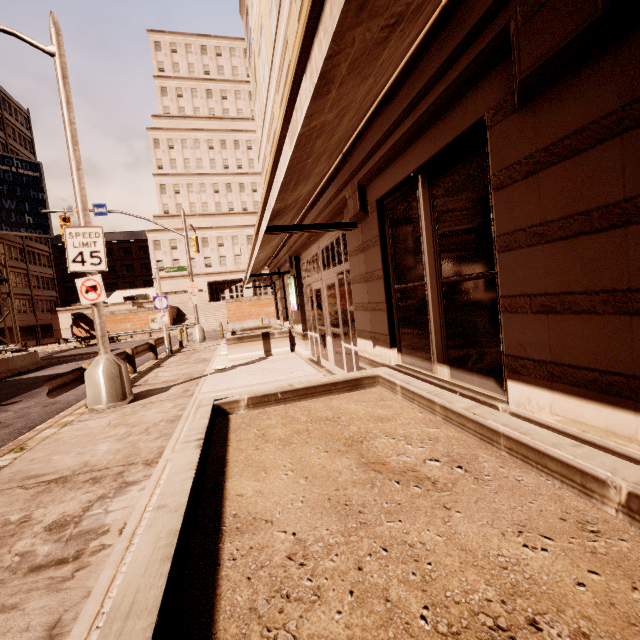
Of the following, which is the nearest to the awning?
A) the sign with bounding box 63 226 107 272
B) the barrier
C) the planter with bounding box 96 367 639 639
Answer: the planter with bounding box 96 367 639 639

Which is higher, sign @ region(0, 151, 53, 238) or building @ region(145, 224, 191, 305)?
sign @ region(0, 151, 53, 238)

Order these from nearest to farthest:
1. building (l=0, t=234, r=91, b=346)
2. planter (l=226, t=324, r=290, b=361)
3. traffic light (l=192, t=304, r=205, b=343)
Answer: planter (l=226, t=324, r=290, b=361) < traffic light (l=192, t=304, r=205, b=343) < building (l=0, t=234, r=91, b=346)

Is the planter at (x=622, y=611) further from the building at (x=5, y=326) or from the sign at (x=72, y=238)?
the building at (x=5, y=326)

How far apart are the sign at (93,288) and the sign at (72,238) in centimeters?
9cm

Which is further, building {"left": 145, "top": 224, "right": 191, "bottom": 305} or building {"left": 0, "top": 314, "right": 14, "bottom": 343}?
building {"left": 145, "top": 224, "right": 191, "bottom": 305}

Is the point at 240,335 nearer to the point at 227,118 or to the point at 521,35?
the point at 521,35

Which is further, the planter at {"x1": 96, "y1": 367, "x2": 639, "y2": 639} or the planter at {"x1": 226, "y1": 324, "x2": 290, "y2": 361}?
the planter at {"x1": 226, "y1": 324, "x2": 290, "y2": 361}
